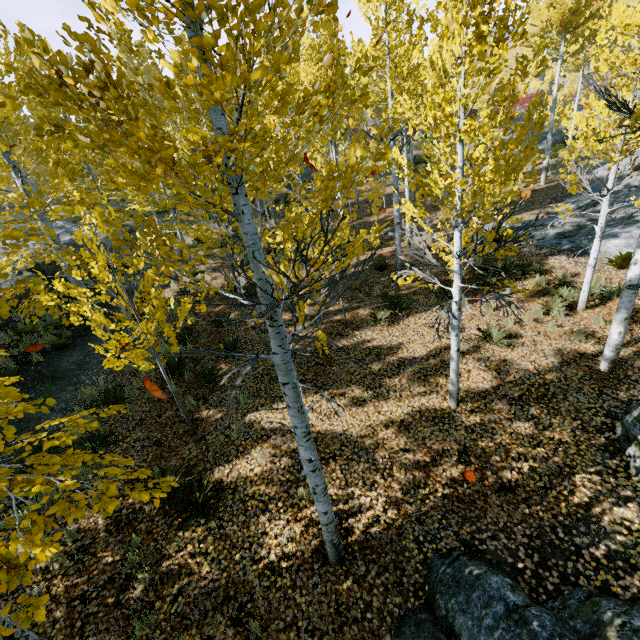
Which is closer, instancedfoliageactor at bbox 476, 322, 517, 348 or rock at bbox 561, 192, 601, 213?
instancedfoliageactor at bbox 476, 322, 517, 348

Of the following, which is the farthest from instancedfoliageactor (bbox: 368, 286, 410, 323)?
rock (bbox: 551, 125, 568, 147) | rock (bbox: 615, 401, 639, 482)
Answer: rock (bbox: 615, 401, 639, 482)

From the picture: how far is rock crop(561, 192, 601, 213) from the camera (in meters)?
13.51

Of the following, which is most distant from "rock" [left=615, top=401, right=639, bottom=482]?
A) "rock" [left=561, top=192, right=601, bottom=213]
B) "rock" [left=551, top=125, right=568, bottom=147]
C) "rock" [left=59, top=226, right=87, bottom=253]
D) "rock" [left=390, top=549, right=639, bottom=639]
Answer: "rock" [left=551, top=125, right=568, bottom=147]

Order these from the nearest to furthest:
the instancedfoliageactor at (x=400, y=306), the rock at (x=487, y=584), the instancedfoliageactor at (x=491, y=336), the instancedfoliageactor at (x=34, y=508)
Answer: the instancedfoliageactor at (x=34, y=508)
the rock at (x=487, y=584)
the instancedfoliageactor at (x=491, y=336)
the instancedfoliageactor at (x=400, y=306)

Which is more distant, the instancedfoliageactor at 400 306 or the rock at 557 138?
the rock at 557 138

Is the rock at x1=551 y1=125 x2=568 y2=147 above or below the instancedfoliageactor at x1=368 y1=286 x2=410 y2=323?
above

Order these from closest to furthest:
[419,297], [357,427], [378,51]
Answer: [357,427] < [419,297] < [378,51]
